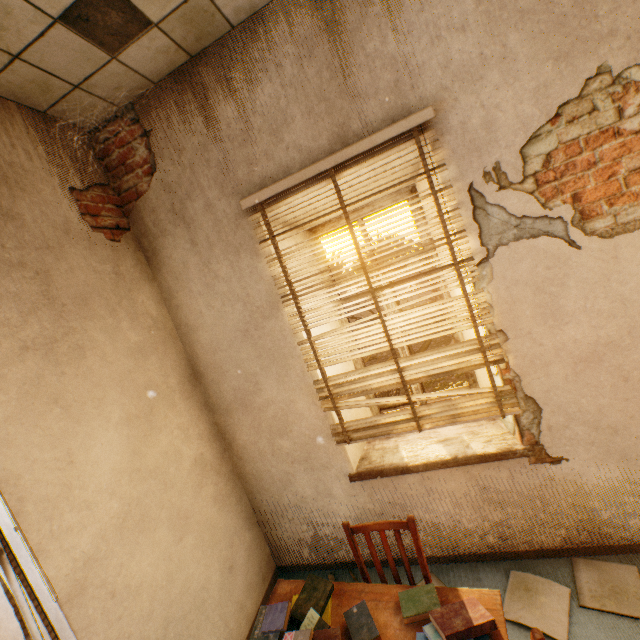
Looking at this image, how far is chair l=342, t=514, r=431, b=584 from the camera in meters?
1.8 m

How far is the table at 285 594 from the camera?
1.8 meters

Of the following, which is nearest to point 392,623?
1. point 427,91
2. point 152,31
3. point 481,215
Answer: point 481,215

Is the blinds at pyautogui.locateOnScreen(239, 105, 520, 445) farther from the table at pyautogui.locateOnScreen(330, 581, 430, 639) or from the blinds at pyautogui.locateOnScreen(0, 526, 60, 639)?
the blinds at pyautogui.locateOnScreen(0, 526, 60, 639)

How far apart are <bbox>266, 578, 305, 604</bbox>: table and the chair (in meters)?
0.19

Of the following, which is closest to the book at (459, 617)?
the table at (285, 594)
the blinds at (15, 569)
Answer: the table at (285, 594)

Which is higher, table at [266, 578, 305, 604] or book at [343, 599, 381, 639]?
book at [343, 599, 381, 639]

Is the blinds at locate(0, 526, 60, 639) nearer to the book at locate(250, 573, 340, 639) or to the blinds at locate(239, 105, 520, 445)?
the book at locate(250, 573, 340, 639)
